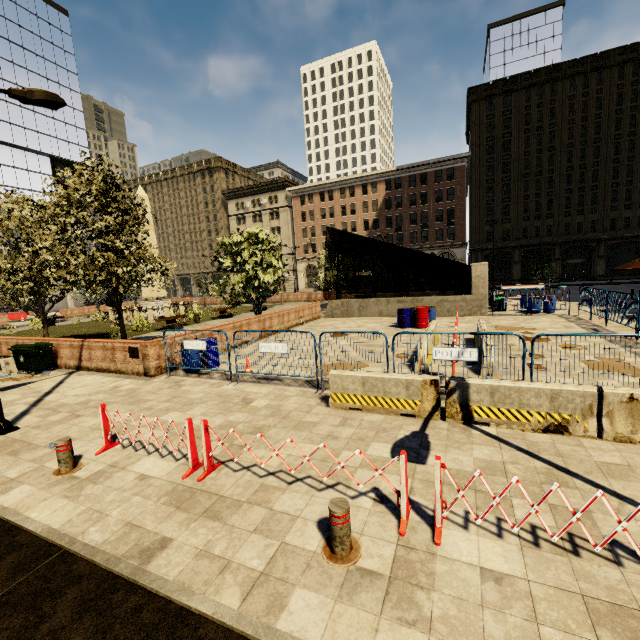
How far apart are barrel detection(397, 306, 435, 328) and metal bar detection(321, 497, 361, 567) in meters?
14.0 m

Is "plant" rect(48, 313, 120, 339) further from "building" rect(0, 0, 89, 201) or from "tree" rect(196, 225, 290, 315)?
"building" rect(0, 0, 89, 201)

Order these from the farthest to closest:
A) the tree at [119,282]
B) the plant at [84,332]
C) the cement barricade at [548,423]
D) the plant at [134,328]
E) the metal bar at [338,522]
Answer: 1. the plant at [134,328]
2. the plant at [84,332]
3. the tree at [119,282]
4. the cement barricade at [548,423]
5. the metal bar at [338,522]

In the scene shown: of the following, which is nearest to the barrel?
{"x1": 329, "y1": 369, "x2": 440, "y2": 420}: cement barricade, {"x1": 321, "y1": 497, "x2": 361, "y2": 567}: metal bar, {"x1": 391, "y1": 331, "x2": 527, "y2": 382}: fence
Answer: {"x1": 391, "y1": 331, "x2": 527, "y2": 382}: fence

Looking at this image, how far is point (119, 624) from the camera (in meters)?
2.98

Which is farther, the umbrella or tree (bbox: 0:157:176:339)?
the umbrella

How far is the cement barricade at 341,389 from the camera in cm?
650

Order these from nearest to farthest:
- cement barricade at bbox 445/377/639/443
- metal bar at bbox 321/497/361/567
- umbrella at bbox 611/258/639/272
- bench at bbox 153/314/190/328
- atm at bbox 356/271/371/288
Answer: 1. metal bar at bbox 321/497/361/567
2. cement barricade at bbox 445/377/639/443
3. umbrella at bbox 611/258/639/272
4. bench at bbox 153/314/190/328
5. atm at bbox 356/271/371/288
